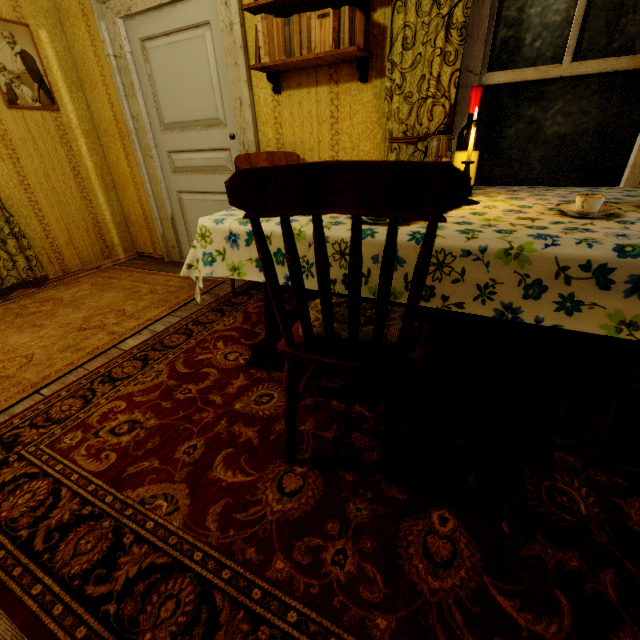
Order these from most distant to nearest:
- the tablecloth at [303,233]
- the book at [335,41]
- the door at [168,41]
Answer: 1. the door at [168,41]
2. the book at [335,41]
3. the tablecloth at [303,233]

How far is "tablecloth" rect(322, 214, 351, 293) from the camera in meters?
1.2

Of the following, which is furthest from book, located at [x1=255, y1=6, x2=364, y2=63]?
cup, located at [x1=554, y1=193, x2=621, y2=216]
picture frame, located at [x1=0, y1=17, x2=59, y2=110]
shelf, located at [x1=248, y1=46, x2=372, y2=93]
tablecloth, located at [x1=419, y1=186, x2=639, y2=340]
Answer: picture frame, located at [x1=0, y1=17, x2=59, y2=110]

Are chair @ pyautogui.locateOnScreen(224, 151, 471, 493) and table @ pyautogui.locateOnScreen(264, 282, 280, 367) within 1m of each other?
yes

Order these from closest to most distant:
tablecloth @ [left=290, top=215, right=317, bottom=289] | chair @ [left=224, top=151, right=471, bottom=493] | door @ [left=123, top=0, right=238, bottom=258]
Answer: chair @ [left=224, top=151, right=471, bottom=493] → tablecloth @ [left=290, top=215, right=317, bottom=289] → door @ [left=123, top=0, right=238, bottom=258]

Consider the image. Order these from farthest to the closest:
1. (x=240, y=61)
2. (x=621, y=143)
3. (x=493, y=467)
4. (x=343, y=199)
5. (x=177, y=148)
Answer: (x=177, y=148)
(x=240, y=61)
(x=621, y=143)
(x=493, y=467)
(x=343, y=199)

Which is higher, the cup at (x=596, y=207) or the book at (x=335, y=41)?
the book at (x=335, y=41)
